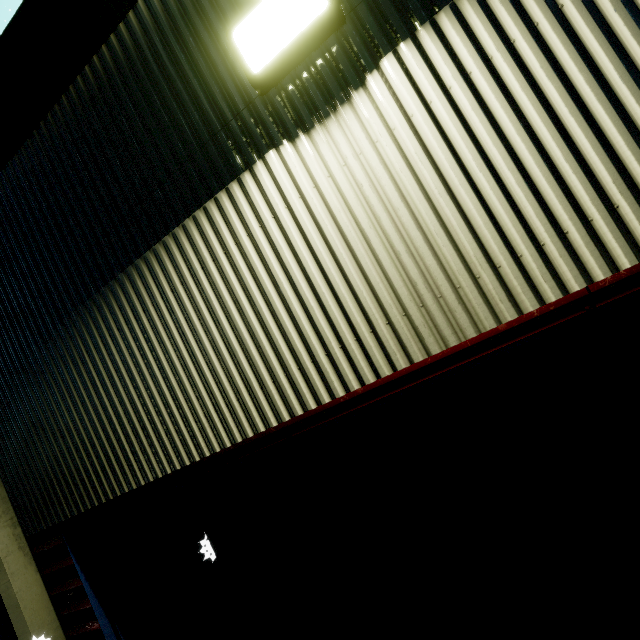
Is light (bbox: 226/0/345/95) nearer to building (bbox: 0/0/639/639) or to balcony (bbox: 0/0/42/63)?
building (bbox: 0/0/639/639)

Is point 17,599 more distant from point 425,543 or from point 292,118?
point 292,118

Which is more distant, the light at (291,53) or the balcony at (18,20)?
the balcony at (18,20)

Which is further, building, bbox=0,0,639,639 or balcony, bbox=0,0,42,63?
balcony, bbox=0,0,42,63

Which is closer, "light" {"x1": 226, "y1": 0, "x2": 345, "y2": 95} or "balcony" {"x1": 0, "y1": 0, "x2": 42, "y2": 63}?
"light" {"x1": 226, "y1": 0, "x2": 345, "y2": 95}

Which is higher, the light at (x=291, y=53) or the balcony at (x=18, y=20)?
the balcony at (x=18, y=20)

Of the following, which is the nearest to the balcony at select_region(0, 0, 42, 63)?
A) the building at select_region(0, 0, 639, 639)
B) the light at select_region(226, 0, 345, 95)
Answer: the building at select_region(0, 0, 639, 639)
